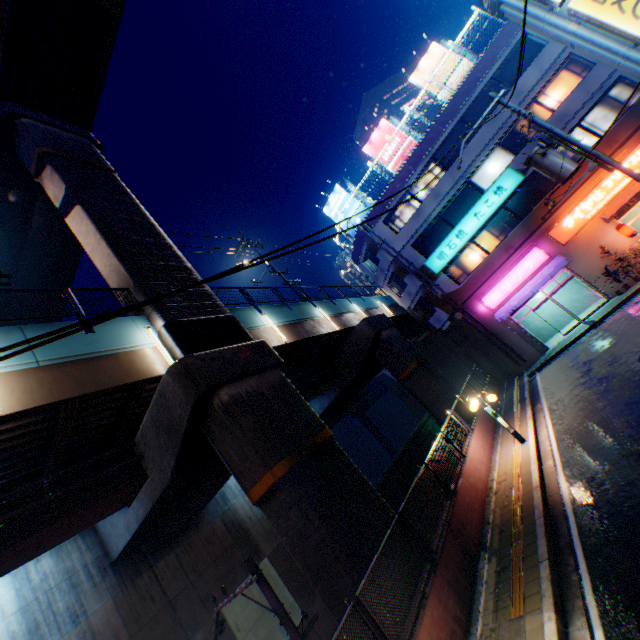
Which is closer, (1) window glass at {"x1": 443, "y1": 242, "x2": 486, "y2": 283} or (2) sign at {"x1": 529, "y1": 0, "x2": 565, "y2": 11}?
(2) sign at {"x1": 529, "y1": 0, "x2": 565, "y2": 11}

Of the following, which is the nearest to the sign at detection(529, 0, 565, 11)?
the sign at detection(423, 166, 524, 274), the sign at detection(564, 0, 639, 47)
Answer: the sign at detection(564, 0, 639, 47)

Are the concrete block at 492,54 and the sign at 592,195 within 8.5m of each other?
no

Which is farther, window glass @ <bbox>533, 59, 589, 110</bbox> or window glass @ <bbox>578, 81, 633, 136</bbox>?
window glass @ <bbox>533, 59, 589, 110</bbox>

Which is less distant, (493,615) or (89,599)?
(493,615)

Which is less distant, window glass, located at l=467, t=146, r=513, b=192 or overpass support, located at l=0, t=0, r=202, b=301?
overpass support, located at l=0, t=0, r=202, b=301

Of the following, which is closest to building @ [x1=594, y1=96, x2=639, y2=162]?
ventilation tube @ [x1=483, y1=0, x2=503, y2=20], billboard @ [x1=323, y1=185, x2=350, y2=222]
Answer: billboard @ [x1=323, y1=185, x2=350, y2=222]

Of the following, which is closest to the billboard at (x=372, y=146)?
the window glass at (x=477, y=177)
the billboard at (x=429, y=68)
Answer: the billboard at (x=429, y=68)
